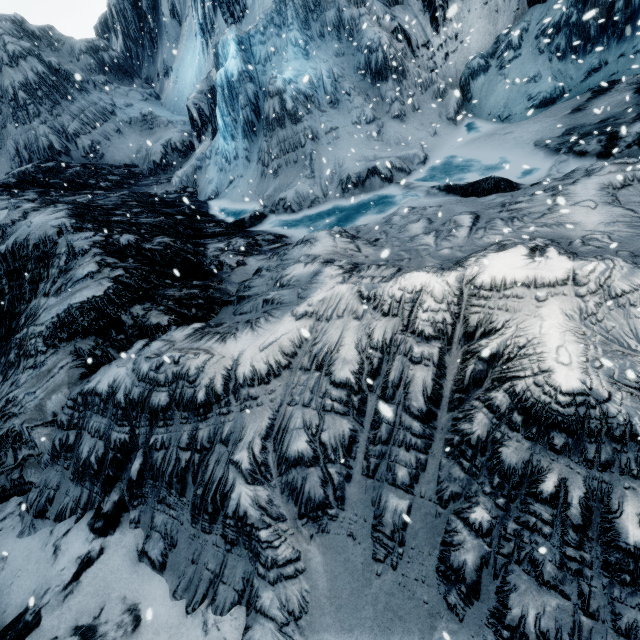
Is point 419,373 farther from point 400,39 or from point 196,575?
point 400,39
